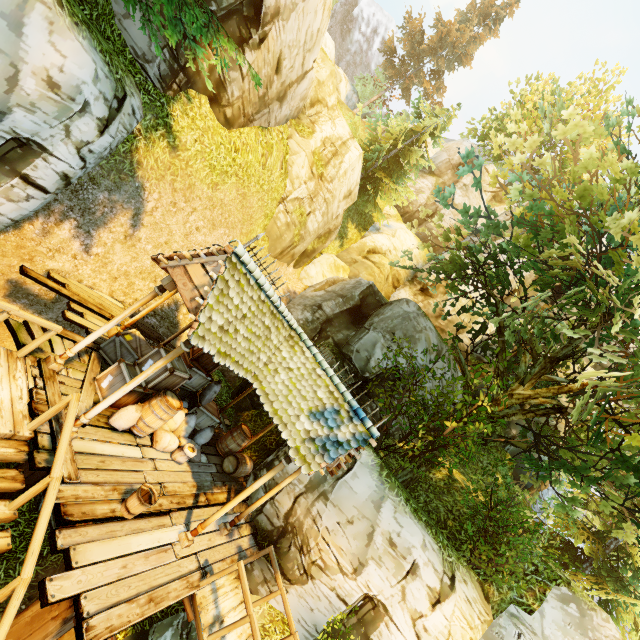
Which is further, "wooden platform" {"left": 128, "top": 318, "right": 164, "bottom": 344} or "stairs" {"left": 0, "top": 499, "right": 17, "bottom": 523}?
"wooden platform" {"left": 128, "top": 318, "right": 164, "bottom": 344}

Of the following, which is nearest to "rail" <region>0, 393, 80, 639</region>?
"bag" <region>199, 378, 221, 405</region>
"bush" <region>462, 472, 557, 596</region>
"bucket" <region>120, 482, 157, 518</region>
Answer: "bucket" <region>120, 482, 157, 518</region>

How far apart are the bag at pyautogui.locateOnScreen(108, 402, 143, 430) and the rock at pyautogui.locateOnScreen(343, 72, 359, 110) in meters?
39.3

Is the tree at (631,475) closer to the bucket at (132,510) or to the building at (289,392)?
the building at (289,392)

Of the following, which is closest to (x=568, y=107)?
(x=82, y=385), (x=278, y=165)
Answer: (x=278, y=165)

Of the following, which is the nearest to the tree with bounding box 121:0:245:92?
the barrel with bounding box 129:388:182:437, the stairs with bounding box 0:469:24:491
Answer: the barrel with bounding box 129:388:182:437

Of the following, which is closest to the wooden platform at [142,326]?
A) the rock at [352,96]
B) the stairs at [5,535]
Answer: the stairs at [5,535]

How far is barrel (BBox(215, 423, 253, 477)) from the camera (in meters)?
9.84
